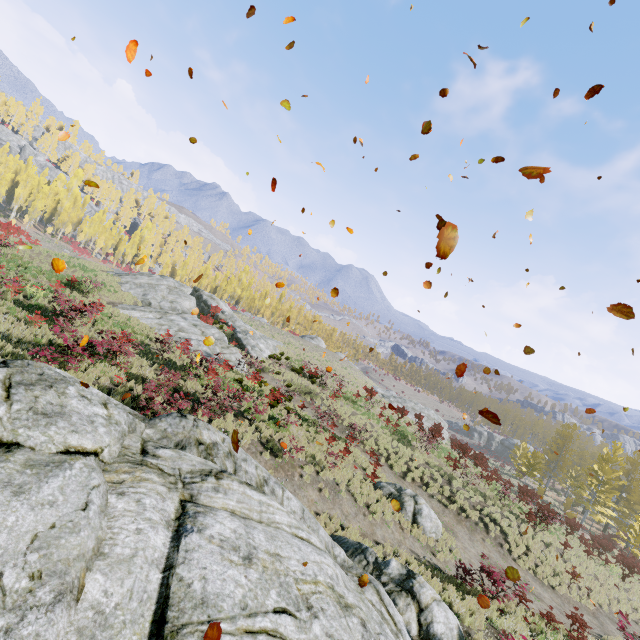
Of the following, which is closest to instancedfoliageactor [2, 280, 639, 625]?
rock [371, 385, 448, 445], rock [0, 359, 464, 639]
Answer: rock [0, 359, 464, 639]

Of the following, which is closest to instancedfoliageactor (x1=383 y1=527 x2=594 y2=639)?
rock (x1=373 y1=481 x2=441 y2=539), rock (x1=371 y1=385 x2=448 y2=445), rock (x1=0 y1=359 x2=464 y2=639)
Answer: rock (x1=0 y1=359 x2=464 y2=639)

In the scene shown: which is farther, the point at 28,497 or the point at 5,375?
the point at 5,375

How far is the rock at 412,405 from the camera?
42.1m

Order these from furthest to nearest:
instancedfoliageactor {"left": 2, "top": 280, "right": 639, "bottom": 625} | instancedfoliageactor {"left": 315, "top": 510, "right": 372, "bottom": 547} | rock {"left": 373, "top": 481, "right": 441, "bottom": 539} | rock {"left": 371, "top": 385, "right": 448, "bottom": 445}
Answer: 1. rock {"left": 371, "top": 385, "right": 448, "bottom": 445}
2. rock {"left": 373, "top": 481, "right": 441, "bottom": 539}
3. instancedfoliageactor {"left": 2, "top": 280, "right": 639, "bottom": 625}
4. instancedfoliageactor {"left": 315, "top": 510, "right": 372, "bottom": 547}

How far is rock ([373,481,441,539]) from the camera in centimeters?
1515cm

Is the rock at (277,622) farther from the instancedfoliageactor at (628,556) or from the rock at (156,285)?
the rock at (156,285)

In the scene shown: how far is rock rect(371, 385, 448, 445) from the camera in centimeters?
4209cm
